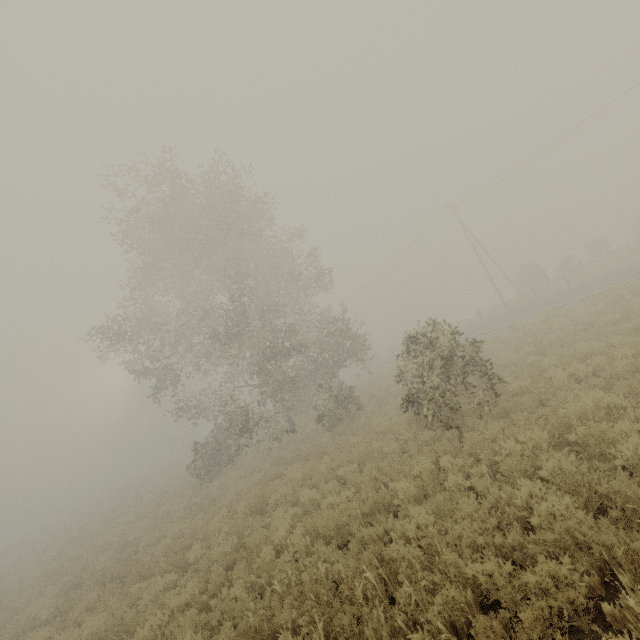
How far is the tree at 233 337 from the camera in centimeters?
1719cm

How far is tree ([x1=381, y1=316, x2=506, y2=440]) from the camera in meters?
9.4 m

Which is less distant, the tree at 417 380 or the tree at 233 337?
the tree at 417 380

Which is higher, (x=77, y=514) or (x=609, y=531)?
(x=77, y=514)

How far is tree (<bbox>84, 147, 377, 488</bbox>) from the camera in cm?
1719

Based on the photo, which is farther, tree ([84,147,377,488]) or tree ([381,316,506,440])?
tree ([84,147,377,488])
